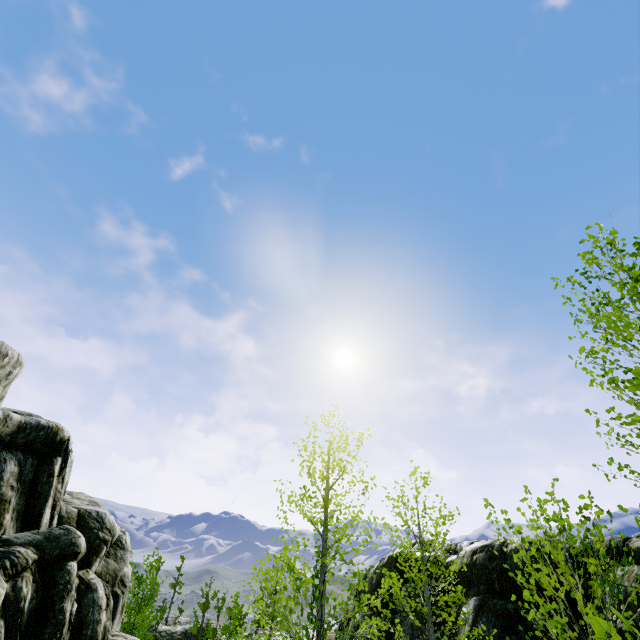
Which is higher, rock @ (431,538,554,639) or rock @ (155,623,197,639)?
rock @ (431,538,554,639)

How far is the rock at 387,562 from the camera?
9.4 meters

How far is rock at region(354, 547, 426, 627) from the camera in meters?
9.4 m

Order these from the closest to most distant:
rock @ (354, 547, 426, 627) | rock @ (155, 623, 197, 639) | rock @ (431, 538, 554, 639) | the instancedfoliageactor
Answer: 1. the instancedfoliageactor
2. rock @ (431, 538, 554, 639)
3. rock @ (354, 547, 426, 627)
4. rock @ (155, 623, 197, 639)

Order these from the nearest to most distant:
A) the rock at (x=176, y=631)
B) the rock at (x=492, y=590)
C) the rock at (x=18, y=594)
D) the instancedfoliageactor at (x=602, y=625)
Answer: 1. the instancedfoliageactor at (x=602, y=625)
2. the rock at (x=492, y=590)
3. the rock at (x=18, y=594)
4. the rock at (x=176, y=631)

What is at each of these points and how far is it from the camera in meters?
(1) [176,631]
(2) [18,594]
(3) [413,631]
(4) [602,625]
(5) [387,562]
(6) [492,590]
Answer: (1) rock, 49.4 m
(2) rock, 8.5 m
(3) rock, 9.0 m
(4) instancedfoliageactor, 1.0 m
(5) rock, 11.4 m
(6) rock, 7.8 m

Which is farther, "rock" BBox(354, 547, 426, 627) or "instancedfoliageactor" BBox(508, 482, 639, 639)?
"rock" BBox(354, 547, 426, 627)
